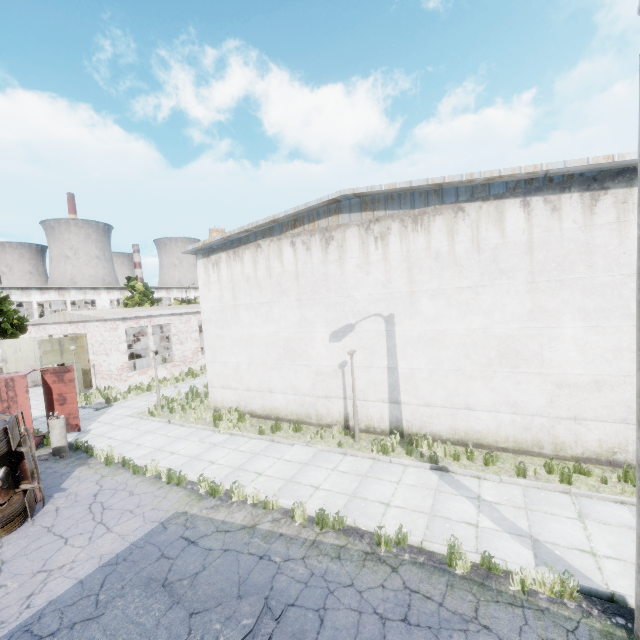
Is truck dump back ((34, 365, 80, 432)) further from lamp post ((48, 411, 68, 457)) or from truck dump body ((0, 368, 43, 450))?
lamp post ((48, 411, 68, 457))

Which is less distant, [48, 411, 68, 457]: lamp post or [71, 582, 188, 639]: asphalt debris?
[71, 582, 188, 639]: asphalt debris

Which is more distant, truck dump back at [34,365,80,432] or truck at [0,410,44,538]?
truck dump back at [34,365,80,432]

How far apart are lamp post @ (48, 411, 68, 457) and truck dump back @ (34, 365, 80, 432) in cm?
179

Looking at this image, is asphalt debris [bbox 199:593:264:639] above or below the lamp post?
below

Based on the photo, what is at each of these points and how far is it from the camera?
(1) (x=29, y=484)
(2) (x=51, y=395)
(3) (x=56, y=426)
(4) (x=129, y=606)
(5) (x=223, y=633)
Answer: (1) truck, 8.52m
(2) truck dump back, 14.30m
(3) lamp post, 12.22m
(4) asphalt debris, 5.64m
(5) asphalt debris, 5.09m

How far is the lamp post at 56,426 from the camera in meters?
12.2

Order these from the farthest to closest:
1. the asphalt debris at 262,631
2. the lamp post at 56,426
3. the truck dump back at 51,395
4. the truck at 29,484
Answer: the truck dump back at 51,395 → the lamp post at 56,426 → the truck at 29,484 → the asphalt debris at 262,631
